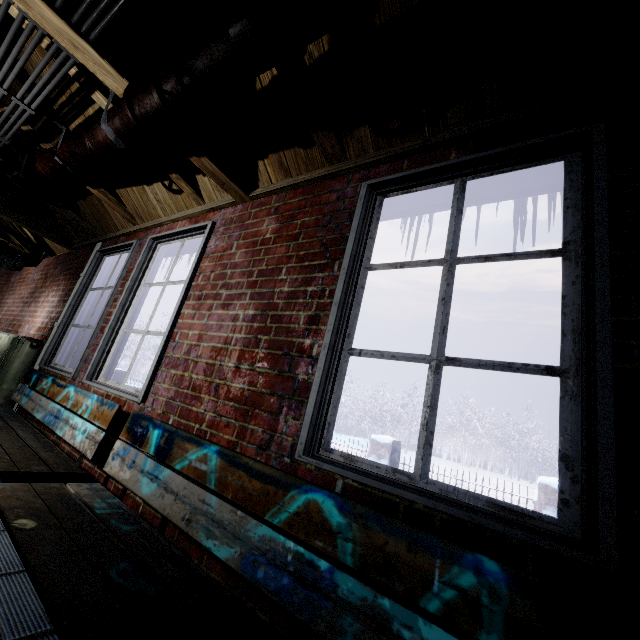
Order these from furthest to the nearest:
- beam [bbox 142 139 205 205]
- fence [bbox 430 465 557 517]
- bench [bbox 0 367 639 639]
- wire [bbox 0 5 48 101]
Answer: fence [bbox 430 465 557 517] < beam [bbox 142 139 205 205] < wire [bbox 0 5 48 101] < bench [bbox 0 367 639 639]

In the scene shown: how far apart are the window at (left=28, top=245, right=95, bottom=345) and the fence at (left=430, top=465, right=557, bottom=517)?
3.75m

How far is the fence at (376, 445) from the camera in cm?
524

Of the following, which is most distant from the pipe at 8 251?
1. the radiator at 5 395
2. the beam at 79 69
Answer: the beam at 79 69

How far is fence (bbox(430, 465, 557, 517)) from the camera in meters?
4.0 m

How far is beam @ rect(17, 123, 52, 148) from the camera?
2.4m

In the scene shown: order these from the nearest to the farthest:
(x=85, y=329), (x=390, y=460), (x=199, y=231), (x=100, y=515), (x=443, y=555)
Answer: (x=443, y=555)
(x=100, y=515)
(x=199, y=231)
(x=85, y=329)
(x=390, y=460)

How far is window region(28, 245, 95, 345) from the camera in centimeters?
342cm
